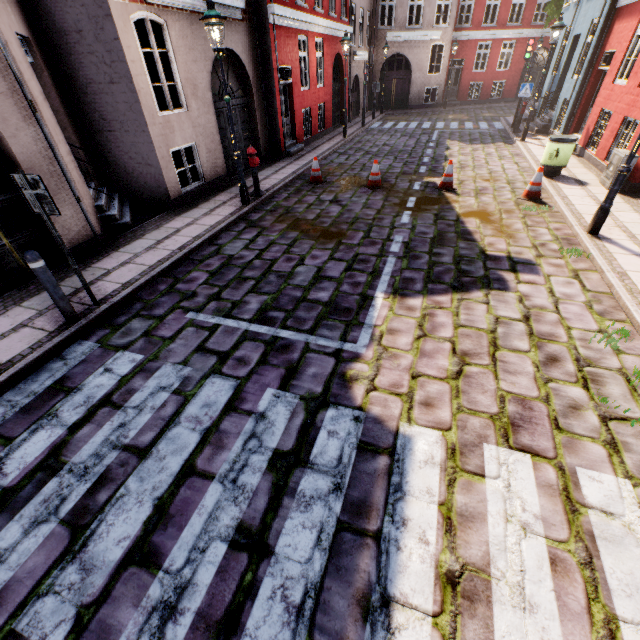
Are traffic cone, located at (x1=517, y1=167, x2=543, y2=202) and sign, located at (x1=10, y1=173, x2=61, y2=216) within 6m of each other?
no

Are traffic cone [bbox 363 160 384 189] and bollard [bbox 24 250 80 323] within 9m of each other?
yes

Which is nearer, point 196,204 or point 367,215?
point 367,215

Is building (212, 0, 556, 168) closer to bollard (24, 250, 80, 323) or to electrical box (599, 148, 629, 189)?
electrical box (599, 148, 629, 189)

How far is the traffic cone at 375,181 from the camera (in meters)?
9.37

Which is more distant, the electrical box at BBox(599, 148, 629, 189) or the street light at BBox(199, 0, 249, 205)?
the electrical box at BBox(599, 148, 629, 189)

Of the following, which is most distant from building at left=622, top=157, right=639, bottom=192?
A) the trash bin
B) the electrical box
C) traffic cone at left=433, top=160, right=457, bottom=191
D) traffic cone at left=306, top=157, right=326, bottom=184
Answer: traffic cone at left=433, top=160, right=457, bottom=191

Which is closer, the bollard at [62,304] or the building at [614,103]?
the bollard at [62,304]
